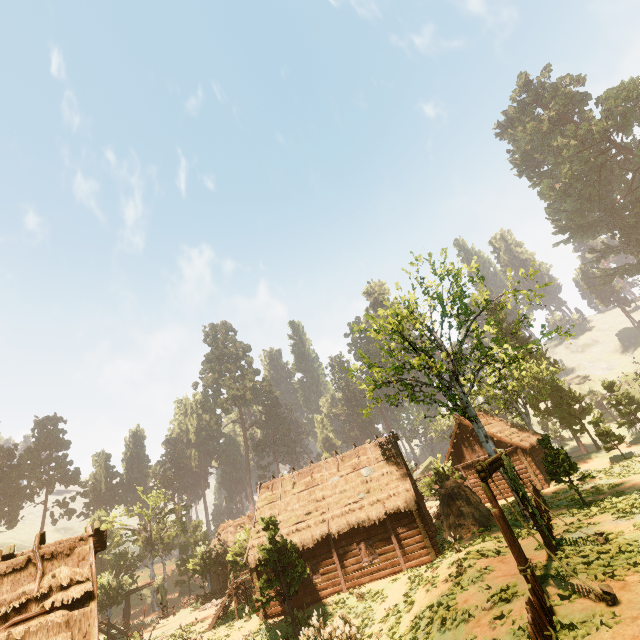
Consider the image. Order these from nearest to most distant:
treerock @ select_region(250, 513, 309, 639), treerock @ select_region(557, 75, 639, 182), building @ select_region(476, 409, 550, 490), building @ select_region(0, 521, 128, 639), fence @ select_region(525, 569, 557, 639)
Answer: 1. fence @ select_region(525, 569, 557, 639)
2. building @ select_region(0, 521, 128, 639)
3. treerock @ select_region(250, 513, 309, 639)
4. building @ select_region(476, 409, 550, 490)
5. treerock @ select_region(557, 75, 639, 182)

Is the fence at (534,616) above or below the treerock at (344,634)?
above

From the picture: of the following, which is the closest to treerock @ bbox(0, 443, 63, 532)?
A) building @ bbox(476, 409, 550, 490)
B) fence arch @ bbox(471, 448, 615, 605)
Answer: building @ bbox(476, 409, 550, 490)

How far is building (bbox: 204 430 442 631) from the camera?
20.14m

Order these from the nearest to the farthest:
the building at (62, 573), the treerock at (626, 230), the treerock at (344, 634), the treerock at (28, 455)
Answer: the building at (62, 573) → the treerock at (344, 634) → the treerock at (28, 455) → the treerock at (626, 230)

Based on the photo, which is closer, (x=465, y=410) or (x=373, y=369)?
(x=373, y=369)

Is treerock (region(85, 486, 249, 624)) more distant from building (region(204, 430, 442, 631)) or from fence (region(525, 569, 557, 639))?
fence (region(525, 569, 557, 639))

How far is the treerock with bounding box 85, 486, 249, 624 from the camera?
31.6m
